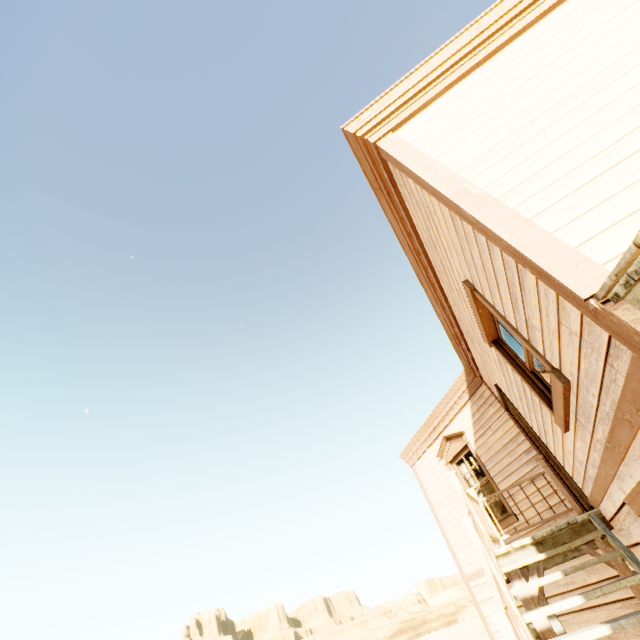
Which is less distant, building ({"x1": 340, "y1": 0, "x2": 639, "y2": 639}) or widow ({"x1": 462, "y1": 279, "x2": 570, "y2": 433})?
building ({"x1": 340, "y1": 0, "x2": 639, "y2": 639})

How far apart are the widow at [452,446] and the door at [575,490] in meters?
1.8

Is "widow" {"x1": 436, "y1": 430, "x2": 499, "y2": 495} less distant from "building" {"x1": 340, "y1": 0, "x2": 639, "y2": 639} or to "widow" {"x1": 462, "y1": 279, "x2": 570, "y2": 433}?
"building" {"x1": 340, "y1": 0, "x2": 639, "y2": 639}

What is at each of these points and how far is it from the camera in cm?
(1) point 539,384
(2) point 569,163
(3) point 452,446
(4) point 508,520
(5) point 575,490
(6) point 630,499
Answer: (1) widow, 347
(2) building, 196
(3) widow, 863
(4) widow, 697
(5) door, 511
(6) widow, 267

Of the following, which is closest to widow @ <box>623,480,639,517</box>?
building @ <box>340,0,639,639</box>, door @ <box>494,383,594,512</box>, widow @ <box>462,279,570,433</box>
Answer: building @ <box>340,0,639,639</box>

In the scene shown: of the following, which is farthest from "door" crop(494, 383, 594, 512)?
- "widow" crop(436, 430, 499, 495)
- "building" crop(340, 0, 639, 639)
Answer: "widow" crop(436, 430, 499, 495)

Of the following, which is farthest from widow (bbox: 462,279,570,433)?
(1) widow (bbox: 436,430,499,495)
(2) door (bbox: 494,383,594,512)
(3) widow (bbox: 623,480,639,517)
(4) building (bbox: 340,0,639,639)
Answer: (1) widow (bbox: 436,430,499,495)

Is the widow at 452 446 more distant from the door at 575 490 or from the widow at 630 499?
the widow at 630 499
